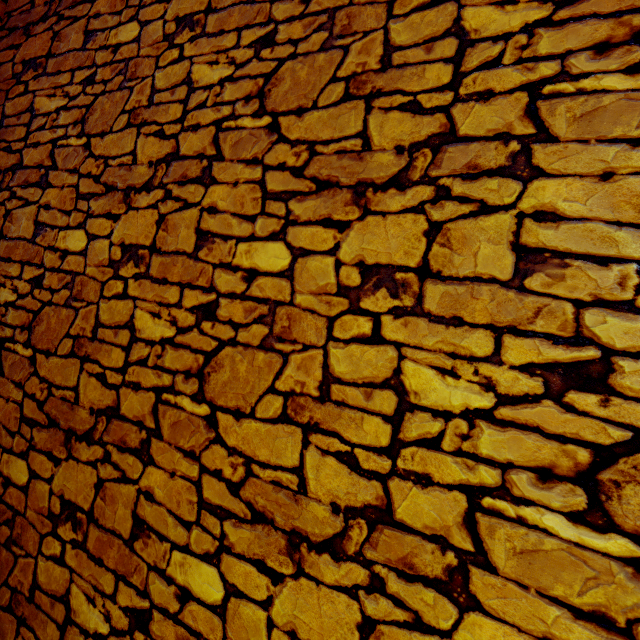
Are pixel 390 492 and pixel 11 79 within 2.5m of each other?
no
